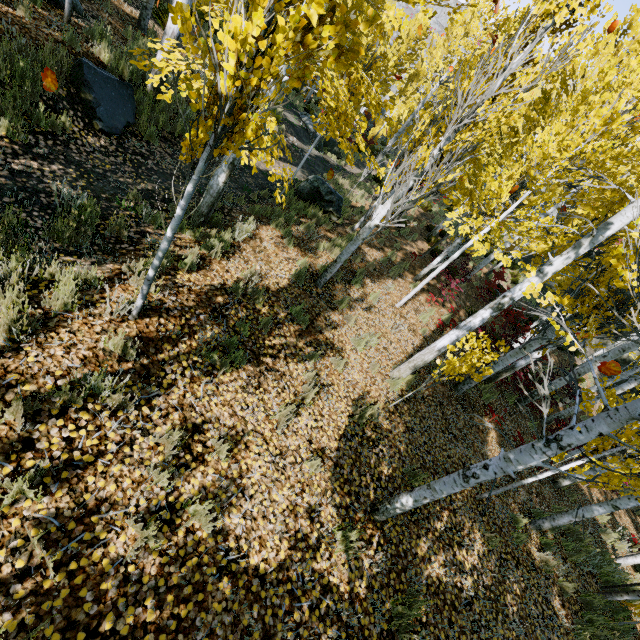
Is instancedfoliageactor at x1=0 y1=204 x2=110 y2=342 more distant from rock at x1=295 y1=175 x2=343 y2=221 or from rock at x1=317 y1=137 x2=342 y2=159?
rock at x1=295 y1=175 x2=343 y2=221

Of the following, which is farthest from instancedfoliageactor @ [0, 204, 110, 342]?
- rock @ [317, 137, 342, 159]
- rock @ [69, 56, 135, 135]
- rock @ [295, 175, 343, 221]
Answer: rock @ [295, 175, 343, 221]

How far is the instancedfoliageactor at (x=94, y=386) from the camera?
2.8m

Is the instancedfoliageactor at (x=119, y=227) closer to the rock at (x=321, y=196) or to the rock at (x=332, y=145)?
the rock at (x=332, y=145)

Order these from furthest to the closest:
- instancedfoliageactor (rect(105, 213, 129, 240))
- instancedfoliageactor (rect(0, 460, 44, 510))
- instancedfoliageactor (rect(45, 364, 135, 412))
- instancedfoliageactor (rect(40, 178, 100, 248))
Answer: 1. instancedfoliageactor (rect(105, 213, 129, 240))
2. instancedfoliageactor (rect(40, 178, 100, 248))
3. instancedfoliageactor (rect(45, 364, 135, 412))
4. instancedfoliageactor (rect(0, 460, 44, 510))

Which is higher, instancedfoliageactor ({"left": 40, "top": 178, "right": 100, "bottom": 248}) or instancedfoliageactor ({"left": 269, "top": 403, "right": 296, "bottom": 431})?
instancedfoliageactor ({"left": 269, "top": 403, "right": 296, "bottom": 431})

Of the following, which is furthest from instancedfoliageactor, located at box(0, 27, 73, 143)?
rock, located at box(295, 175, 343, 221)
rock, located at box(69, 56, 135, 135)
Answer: rock, located at box(295, 175, 343, 221)

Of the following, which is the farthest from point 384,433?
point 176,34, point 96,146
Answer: point 176,34
